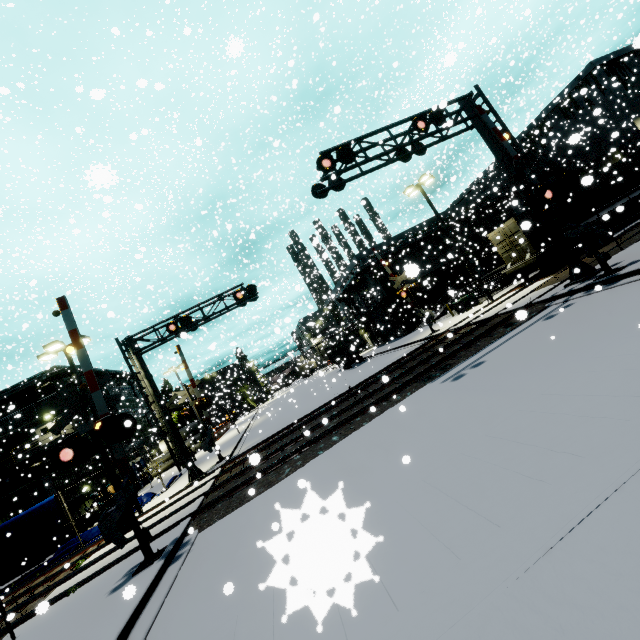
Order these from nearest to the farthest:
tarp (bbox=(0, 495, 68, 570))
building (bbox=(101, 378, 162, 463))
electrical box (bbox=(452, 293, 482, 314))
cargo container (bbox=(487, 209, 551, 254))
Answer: tarp (bbox=(0, 495, 68, 570))
cargo container (bbox=(487, 209, 551, 254))
electrical box (bbox=(452, 293, 482, 314))
building (bbox=(101, 378, 162, 463))

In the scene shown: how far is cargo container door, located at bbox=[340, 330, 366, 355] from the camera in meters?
26.8 m

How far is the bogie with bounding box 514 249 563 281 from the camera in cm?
1959

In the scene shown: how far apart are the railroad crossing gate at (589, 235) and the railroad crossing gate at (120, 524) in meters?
13.6 m

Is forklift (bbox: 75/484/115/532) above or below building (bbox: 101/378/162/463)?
below

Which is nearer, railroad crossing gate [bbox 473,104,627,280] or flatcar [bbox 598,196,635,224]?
flatcar [bbox 598,196,635,224]

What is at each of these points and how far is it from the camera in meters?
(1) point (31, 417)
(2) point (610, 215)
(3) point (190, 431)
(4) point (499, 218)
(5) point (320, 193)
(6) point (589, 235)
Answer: (1) building, 31.3
(2) flatcar, 20.9
(3) concrete pipe stack, 44.8
(4) building, 34.8
(5) railroad crossing overhang, 12.0
(6) railroad crossing gate, 11.0

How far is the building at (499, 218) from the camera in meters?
27.9
